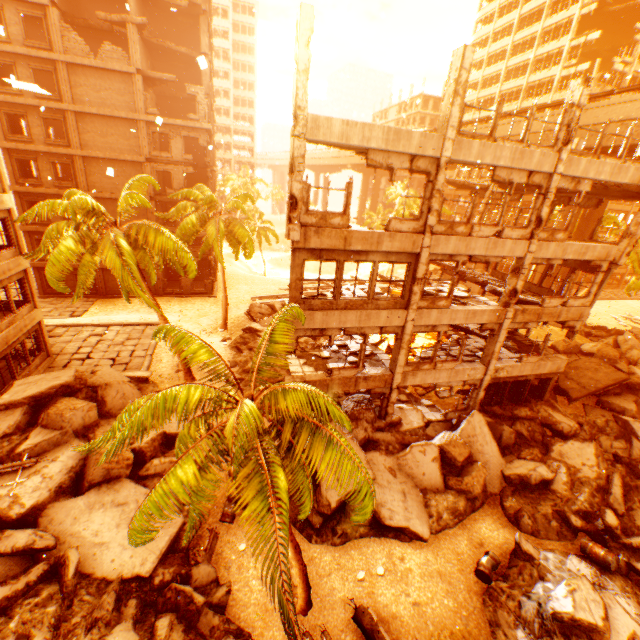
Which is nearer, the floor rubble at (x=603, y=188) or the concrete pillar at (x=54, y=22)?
the floor rubble at (x=603, y=188)

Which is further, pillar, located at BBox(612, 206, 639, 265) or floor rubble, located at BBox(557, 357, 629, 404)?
floor rubble, located at BBox(557, 357, 629, 404)

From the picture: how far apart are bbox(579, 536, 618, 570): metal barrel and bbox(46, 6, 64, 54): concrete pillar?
40.82m

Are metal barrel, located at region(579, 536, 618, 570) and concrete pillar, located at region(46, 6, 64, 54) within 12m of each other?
no

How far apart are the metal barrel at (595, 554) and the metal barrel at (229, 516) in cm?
1212

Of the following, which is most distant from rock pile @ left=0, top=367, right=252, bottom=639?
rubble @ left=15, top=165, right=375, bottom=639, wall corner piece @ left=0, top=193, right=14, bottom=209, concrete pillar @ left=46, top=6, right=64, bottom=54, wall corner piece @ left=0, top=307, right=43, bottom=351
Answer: concrete pillar @ left=46, top=6, right=64, bottom=54

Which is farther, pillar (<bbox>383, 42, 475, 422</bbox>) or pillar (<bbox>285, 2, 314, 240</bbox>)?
pillar (<bbox>383, 42, 475, 422</bbox>)

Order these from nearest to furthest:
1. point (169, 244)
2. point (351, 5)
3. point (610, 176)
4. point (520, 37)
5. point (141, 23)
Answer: point (610, 176)
point (169, 244)
point (141, 23)
point (351, 5)
point (520, 37)
